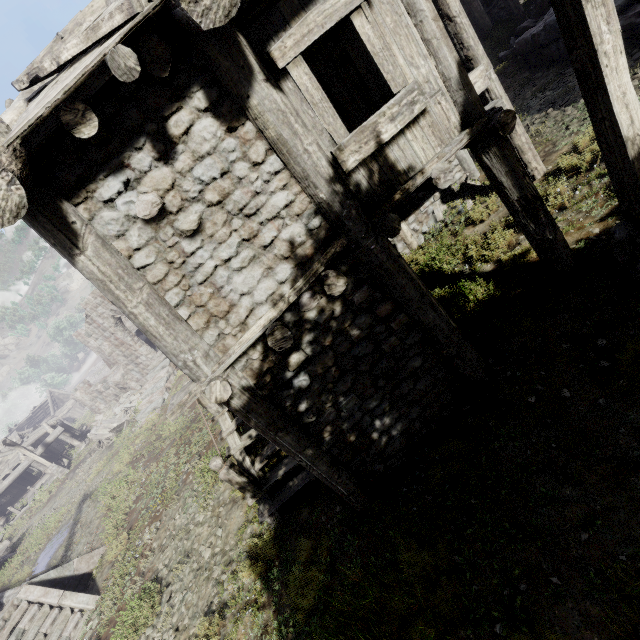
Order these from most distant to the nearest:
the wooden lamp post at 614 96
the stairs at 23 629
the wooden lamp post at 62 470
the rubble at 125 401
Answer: the rubble at 125 401, the wooden lamp post at 62 470, the stairs at 23 629, the wooden lamp post at 614 96

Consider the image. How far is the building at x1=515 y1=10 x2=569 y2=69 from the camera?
9.5m

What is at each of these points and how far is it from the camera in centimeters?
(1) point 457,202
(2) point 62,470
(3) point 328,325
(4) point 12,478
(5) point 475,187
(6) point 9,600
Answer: (1) rubble, 905cm
(2) wooden lamp post, 2394cm
(3) building, 437cm
(4) building, 2400cm
(5) broken furniture, 879cm
(6) building base, 936cm

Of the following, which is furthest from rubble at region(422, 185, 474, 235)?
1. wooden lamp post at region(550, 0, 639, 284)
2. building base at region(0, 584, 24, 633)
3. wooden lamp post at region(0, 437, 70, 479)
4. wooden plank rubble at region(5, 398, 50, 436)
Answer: wooden plank rubble at region(5, 398, 50, 436)

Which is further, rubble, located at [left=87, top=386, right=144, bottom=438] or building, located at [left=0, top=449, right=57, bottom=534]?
rubble, located at [left=87, top=386, right=144, bottom=438]

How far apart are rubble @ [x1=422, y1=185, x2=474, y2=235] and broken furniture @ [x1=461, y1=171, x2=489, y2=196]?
0.1 meters

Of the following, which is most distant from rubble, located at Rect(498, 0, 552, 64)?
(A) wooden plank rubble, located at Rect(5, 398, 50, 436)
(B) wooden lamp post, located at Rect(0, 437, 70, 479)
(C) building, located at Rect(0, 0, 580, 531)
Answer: (A) wooden plank rubble, located at Rect(5, 398, 50, 436)

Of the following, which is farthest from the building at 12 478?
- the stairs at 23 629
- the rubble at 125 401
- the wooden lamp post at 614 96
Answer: the stairs at 23 629
